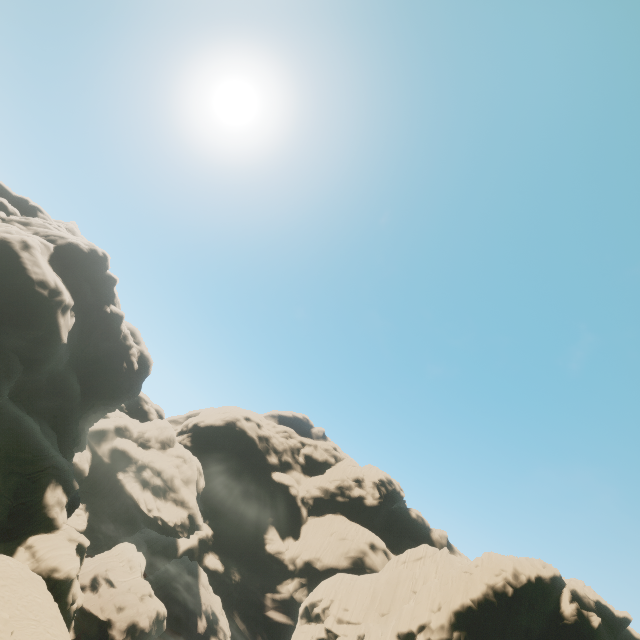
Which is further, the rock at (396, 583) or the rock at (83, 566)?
the rock at (396, 583)

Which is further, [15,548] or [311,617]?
[311,617]

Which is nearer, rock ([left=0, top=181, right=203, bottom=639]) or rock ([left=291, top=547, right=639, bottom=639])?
rock ([left=0, top=181, right=203, bottom=639])
